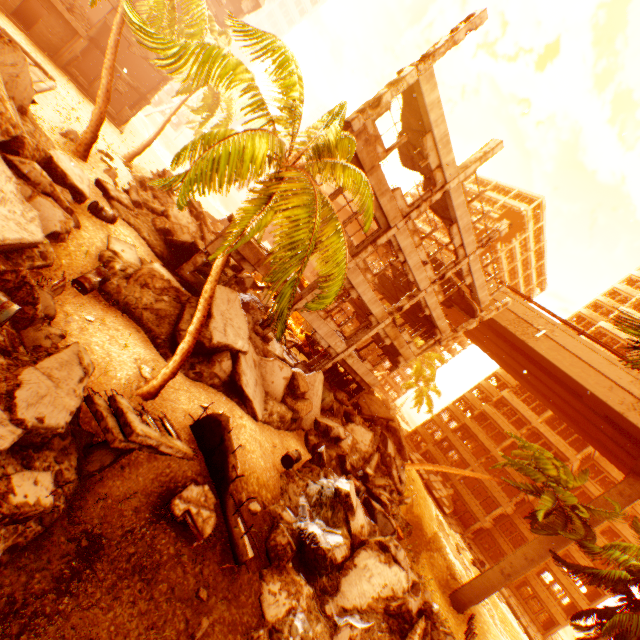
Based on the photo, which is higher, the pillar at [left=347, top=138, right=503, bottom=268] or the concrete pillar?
Result: the pillar at [left=347, top=138, right=503, bottom=268]

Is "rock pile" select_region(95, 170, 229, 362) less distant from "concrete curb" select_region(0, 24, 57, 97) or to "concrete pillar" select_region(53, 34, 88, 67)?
"concrete curb" select_region(0, 24, 57, 97)

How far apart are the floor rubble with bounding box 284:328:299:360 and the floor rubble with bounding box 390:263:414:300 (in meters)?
8.34

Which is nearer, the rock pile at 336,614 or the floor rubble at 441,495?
the rock pile at 336,614

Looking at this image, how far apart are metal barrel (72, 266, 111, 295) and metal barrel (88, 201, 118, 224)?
2.23m

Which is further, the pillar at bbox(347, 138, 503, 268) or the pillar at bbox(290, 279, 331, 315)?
the pillar at bbox(290, 279, 331, 315)

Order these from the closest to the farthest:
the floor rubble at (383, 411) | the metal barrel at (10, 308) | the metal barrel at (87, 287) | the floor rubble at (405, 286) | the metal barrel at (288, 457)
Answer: the metal barrel at (10, 308)
the metal barrel at (87, 287)
the metal barrel at (288, 457)
the floor rubble at (405, 286)
the floor rubble at (383, 411)

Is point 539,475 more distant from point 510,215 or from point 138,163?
point 510,215
